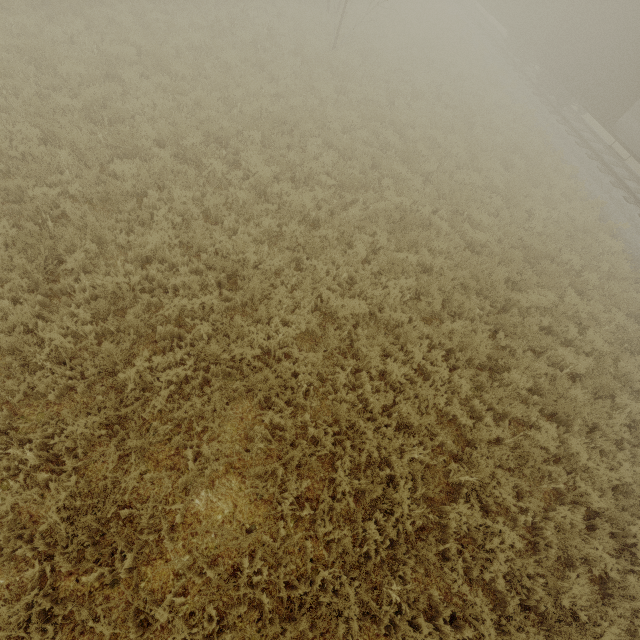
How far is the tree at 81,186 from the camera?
6.5 meters

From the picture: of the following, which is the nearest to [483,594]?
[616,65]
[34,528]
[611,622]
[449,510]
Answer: [449,510]

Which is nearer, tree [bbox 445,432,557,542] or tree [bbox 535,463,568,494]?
tree [bbox 445,432,557,542]

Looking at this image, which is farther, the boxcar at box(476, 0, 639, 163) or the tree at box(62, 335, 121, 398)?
the boxcar at box(476, 0, 639, 163)

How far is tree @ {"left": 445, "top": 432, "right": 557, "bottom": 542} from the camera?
5.18m
